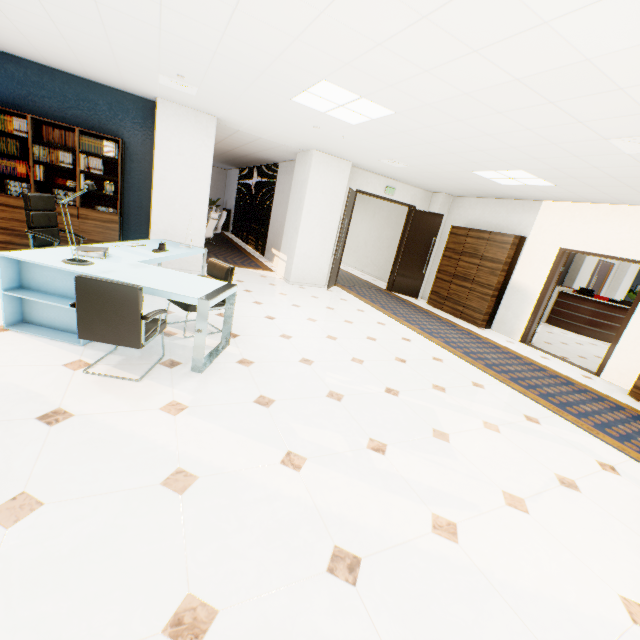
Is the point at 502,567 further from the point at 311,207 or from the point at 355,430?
the point at 311,207

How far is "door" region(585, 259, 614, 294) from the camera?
14.6 meters

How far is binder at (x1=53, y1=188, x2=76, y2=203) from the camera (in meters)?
5.38

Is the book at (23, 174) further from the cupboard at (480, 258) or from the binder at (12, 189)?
the cupboard at (480, 258)

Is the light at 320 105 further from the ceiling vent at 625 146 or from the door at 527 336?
the door at 527 336

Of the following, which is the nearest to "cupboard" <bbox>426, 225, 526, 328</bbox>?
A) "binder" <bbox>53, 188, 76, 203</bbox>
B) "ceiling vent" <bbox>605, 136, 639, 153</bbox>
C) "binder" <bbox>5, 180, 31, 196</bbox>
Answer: "ceiling vent" <bbox>605, 136, 639, 153</bbox>

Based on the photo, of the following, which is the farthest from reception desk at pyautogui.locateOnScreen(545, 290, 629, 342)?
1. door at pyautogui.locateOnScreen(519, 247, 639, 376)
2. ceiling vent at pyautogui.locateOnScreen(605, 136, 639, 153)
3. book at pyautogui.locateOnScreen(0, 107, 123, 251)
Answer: book at pyautogui.locateOnScreen(0, 107, 123, 251)

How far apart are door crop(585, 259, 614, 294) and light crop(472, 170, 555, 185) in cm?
1140
